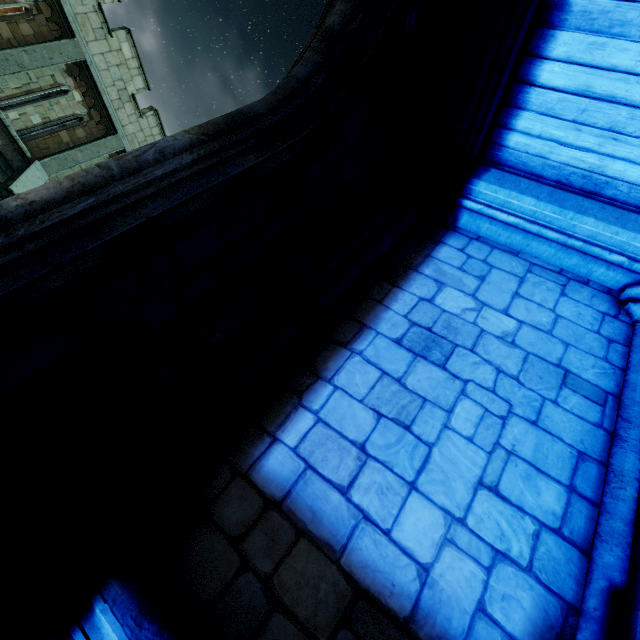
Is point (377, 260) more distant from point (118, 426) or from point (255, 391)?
point (118, 426)

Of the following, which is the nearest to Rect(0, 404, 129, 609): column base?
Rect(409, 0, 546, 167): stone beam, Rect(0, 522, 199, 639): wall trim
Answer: Rect(0, 522, 199, 639): wall trim

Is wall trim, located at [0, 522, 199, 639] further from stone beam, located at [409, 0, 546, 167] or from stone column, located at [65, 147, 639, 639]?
stone beam, located at [409, 0, 546, 167]

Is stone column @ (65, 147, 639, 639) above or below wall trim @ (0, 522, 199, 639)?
above

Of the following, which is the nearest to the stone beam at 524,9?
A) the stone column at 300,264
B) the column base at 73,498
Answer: the stone column at 300,264

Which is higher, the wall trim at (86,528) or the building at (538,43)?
the building at (538,43)

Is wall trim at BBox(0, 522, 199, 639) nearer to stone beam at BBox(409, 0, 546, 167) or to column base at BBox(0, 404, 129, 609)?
column base at BBox(0, 404, 129, 609)
